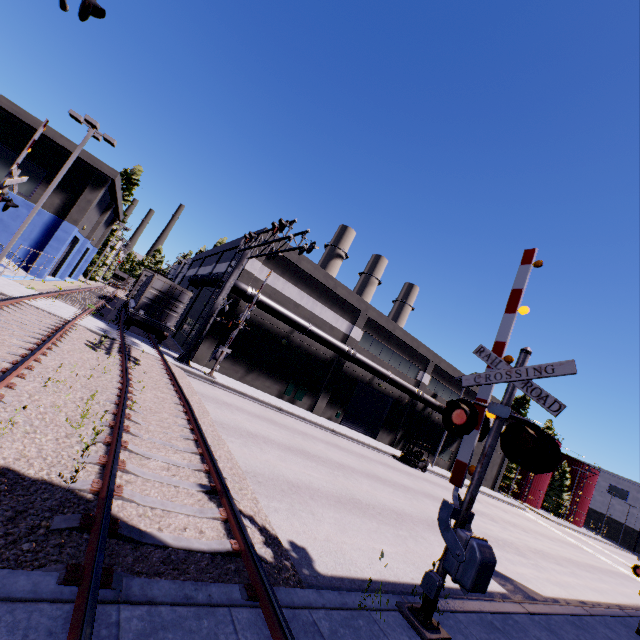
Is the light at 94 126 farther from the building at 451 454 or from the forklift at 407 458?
the forklift at 407 458

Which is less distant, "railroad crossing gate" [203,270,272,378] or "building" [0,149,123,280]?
"railroad crossing gate" [203,270,272,378]

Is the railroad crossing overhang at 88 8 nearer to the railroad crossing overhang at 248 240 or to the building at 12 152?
the building at 12 152

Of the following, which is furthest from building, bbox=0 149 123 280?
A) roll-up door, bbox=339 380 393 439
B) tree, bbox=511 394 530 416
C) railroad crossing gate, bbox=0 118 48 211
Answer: tree, bbox=511 394 530 416

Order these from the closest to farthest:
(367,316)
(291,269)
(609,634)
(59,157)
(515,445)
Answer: (515,445) < (609,634) < (291,269) < (59,157) < (367,316)

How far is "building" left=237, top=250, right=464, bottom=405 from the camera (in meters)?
24.61

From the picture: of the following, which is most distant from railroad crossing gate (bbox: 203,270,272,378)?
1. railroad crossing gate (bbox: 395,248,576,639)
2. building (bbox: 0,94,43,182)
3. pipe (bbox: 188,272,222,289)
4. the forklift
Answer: the forklift

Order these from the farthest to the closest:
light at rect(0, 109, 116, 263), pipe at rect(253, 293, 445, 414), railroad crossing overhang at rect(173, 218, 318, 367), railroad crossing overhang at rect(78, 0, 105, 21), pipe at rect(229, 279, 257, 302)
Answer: pipe at rect(253, 293, 445, 414)
pipe at rect(229, 279, 257, 302)
light at rect(0, 109, 116, 263)
railroad crossing overhang at rect(173, 218, 318, 367)
railroad crossing overhang at rect(78, 0, 105, 21)
